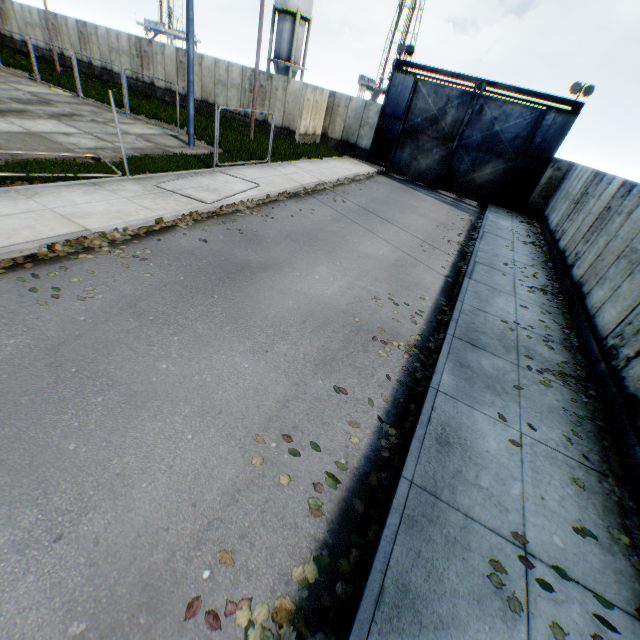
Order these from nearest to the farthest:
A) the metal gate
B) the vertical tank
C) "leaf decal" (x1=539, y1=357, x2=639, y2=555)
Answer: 1. "leaf decal" (x1=539, y1=357, x2=639, y2=555)
2. the metal gate
3. the vertical tank

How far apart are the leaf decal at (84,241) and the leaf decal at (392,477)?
5.5 meters

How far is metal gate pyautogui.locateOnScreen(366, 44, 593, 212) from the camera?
18.6m

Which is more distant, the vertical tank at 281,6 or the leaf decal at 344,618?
the vertical tank at 281,6

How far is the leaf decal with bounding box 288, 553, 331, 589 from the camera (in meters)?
3.06

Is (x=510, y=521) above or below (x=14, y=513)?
above

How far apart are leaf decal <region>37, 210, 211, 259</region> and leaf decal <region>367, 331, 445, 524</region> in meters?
5.5

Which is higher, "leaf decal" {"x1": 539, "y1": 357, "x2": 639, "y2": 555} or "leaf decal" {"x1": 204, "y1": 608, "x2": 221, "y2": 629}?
"leaf decal" {"x1": 539, "y1": 357, "x2": 639, "y2": 555}
